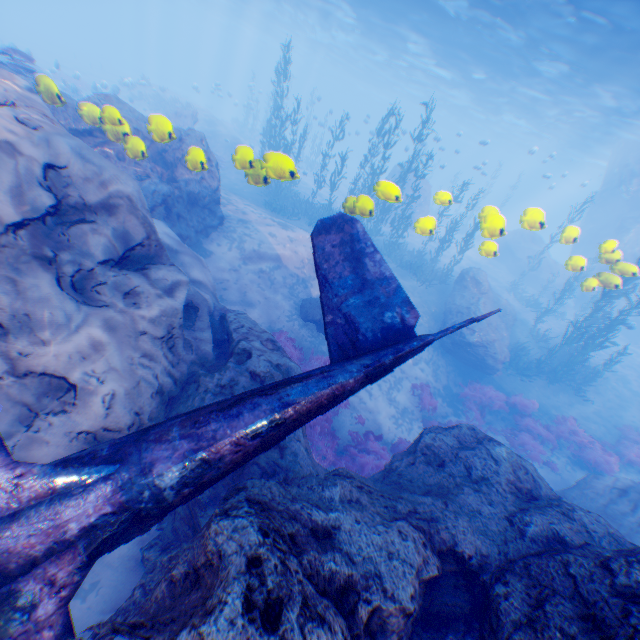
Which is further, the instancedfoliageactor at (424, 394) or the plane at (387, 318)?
the instancedfoliageactor at (424, 394)

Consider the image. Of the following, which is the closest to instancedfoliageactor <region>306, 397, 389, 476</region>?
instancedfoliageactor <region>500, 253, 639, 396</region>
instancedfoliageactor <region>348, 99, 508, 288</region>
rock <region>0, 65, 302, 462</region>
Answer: rock <region>0, 65, 302, 462</region>

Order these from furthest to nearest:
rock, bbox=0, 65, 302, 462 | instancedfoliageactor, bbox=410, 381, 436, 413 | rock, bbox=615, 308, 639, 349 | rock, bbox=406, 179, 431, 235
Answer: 1. rock, bbox=615, 308, 639, 349
2. instancedfoliageactor, bbox=410, 381, 436, 413
3. rock, bbox=406, 179, 431, 235
4. rock, bbox=0, 65, 302, 462

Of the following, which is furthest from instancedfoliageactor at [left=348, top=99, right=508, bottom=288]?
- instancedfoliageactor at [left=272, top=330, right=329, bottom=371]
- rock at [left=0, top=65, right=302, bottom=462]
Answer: instancedfoliageactor at [left=272, top=330, right=329, bottom=371]

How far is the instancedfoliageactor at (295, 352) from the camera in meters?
10.8 m

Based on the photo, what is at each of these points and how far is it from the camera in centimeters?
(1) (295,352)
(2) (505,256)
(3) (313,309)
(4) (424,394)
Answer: (1) instancedfoliageactor, 1088cm
(2) rock, 3109cm
(3) rock, 1225cm
(4) instancedfoliageactor, 1292cm

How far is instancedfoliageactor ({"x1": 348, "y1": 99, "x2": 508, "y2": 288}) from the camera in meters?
16.5

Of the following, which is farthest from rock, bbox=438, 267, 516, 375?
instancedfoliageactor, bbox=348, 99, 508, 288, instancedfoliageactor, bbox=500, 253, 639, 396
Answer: instancedfoliageactor, bbox=500, 253, 639, 396
